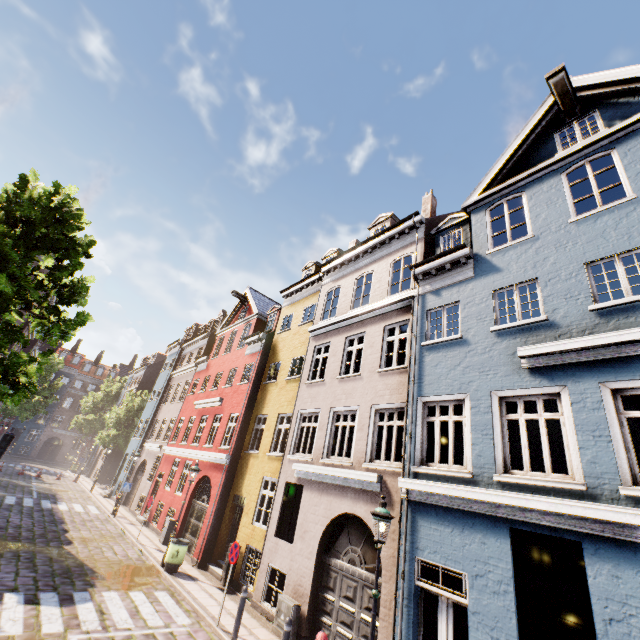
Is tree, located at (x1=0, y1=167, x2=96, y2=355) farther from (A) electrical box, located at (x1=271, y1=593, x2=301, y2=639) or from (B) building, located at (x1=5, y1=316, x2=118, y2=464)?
(A) electrical box, located at (x1=271, y1=593, x2=301, y2=639)

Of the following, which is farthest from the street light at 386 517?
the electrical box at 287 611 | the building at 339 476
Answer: the electrical box at 287 611

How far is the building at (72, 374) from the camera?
47.5m

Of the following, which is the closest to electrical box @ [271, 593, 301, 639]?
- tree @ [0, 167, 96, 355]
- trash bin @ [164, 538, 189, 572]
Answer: trash bin @ [164, 538, 189, 572]

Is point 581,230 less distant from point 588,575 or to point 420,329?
point 420,329

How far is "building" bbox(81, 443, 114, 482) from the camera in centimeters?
3556cm

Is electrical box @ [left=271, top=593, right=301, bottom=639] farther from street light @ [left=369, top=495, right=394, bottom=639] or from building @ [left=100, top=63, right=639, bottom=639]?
street light @ [left=369, top=495, right=394, bottom=639]
